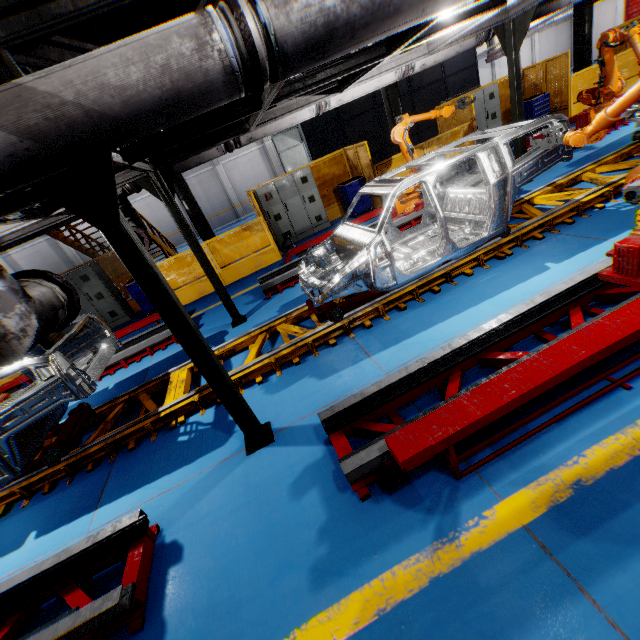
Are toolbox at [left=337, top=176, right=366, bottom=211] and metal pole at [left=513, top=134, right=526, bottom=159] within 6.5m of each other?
yes

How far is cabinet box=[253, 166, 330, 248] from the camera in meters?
11.1

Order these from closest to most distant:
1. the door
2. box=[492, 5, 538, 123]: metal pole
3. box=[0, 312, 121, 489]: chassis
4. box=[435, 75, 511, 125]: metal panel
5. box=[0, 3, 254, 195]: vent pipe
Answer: box=[0, 3, 254, 195]: vent pipe
box=[0, 312, 121, 489]: chassis
box=[492, 5, 538, 123]: metal pole
box=[435, 75, 511, 125]: metal panel
the door

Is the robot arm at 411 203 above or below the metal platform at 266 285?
above

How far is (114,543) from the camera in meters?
3.1 m

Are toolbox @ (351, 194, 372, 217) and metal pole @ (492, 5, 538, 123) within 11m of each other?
yes

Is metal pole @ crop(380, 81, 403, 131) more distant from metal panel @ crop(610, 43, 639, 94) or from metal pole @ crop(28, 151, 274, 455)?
metal pole @ crop(28, 151, 274, 455)

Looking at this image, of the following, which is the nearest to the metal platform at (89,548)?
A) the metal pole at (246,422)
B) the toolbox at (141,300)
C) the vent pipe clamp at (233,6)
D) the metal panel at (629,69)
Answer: the metal pole at (246,422)
